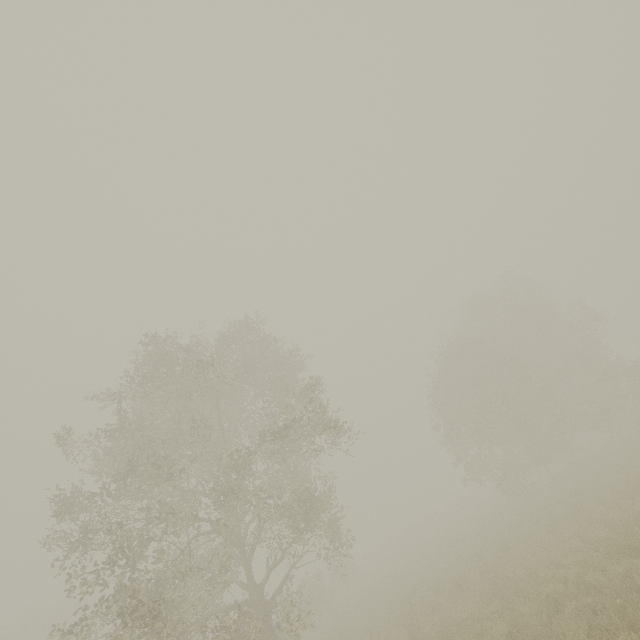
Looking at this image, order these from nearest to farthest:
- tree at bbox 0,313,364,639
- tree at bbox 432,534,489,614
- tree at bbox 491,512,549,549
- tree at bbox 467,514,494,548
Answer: tree at bbox 0,313,364,639
tree at bbox 432,534,489,614
tree at bbox 491,512,549,549
tree at bbox 467,514,494,548

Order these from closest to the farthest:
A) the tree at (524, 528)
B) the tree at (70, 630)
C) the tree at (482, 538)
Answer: the tree at (70, 630) → the tree at (524, 528) → the tree at (482, 538)

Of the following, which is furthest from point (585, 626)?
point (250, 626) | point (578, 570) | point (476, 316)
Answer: point (476, 316)

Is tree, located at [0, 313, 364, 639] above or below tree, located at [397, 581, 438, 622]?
above

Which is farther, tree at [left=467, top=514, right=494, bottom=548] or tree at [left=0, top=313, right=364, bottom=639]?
tree at [left=467, top=514, right=494, bottom=548]

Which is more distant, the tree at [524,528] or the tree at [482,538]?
the tree at [482,538]

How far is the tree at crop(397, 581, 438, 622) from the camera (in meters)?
13.81
